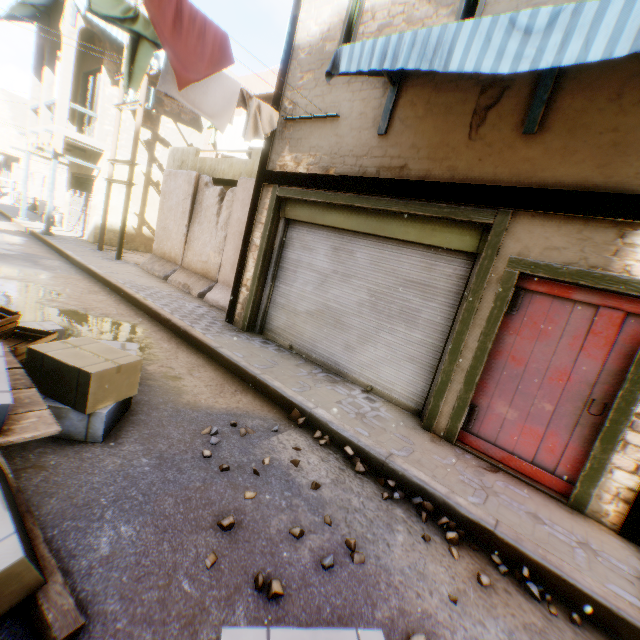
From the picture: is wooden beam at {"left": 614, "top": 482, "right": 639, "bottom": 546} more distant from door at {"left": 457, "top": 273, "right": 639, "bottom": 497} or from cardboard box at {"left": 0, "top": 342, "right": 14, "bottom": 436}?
cardboard box at {"left": 0, "top": 342, "right": 14, "bottom": 436}

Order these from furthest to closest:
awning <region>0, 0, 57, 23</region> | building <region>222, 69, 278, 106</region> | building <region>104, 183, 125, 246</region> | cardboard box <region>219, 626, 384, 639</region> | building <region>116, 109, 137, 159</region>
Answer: building <region>104, 183, 125, 246</region>
building <region>116, 109, 137, 159</region>
awning <region>0, 0, 57, 23</region>
building <region>222, 69, 278, 106</region>
cardboard box <region>219, 626, 384, 639</region>

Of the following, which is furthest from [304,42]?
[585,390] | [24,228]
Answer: [24,228]

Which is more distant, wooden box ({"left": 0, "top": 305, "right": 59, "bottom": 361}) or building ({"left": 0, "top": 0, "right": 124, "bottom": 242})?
building ({"left": 0, "top": 0, "right": 124, "bottom": 242})

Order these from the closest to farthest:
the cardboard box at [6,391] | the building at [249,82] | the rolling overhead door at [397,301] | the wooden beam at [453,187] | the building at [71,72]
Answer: the cardboard box at [6,391], the wooden beam at [453,187], the rolling overhead door at [397,301], the building at [249,82], the building at [71,72]

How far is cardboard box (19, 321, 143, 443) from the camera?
2.73m

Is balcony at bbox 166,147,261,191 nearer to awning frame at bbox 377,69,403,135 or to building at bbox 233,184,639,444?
building at bbox 233,184,639,444

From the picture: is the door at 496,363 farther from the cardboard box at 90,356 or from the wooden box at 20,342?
the wooden box at 20,342
